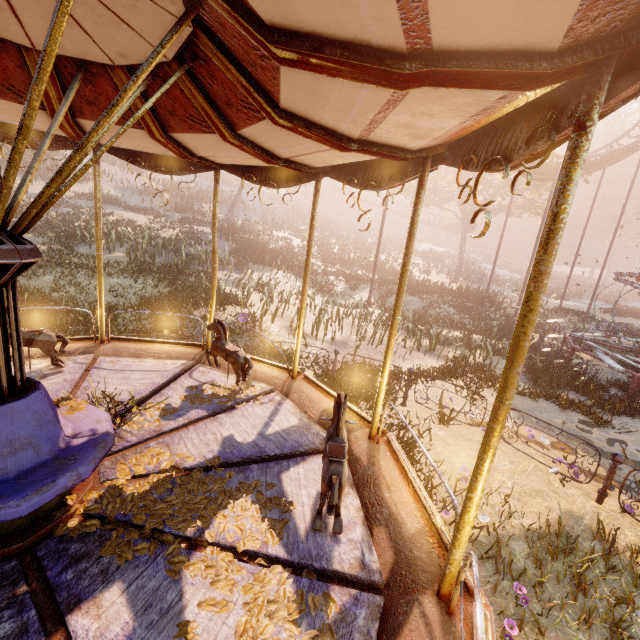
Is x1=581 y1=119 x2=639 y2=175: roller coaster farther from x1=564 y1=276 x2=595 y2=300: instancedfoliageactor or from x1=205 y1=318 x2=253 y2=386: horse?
x1=564 y1=276 x2=595 y2=300: instancedfoliageactor

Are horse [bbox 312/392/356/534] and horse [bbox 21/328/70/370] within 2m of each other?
no

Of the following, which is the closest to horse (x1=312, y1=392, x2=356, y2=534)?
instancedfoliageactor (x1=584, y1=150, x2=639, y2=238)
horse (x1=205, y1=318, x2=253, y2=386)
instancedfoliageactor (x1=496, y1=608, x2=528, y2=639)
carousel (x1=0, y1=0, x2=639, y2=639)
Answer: carousel (x1=0, y1=0, x2=639, y2=639)

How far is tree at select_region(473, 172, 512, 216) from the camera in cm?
2709

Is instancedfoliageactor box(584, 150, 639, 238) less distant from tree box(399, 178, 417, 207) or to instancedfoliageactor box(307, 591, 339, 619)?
tree box(399, 178, 417, 207)

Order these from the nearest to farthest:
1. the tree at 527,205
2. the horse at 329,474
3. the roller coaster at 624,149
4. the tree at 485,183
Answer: the horse at 329,474 < the roller coaster at 624,149 < the tree at 485,183 < the tree at 527,205

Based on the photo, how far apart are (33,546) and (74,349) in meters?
4.0 m

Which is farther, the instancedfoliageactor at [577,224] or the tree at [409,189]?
the instancedfoliageactor at [577,224]
